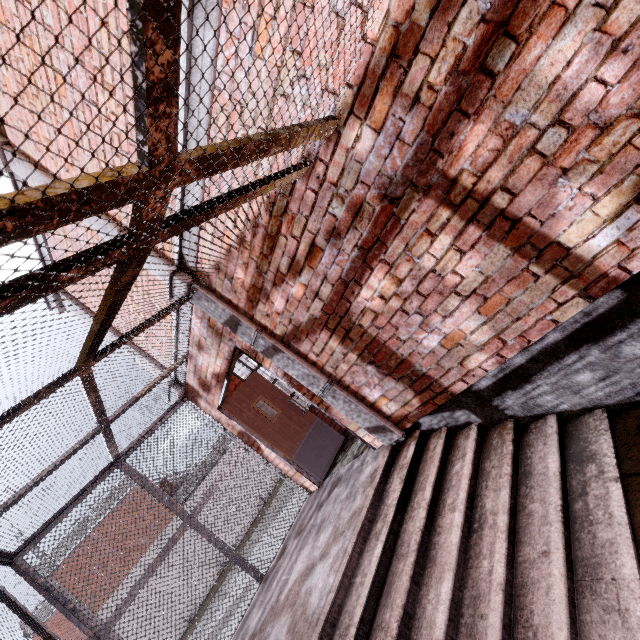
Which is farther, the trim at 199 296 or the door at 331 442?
the door at 331 442

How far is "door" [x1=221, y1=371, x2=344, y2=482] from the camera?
5.6m

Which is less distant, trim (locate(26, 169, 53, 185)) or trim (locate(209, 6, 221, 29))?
trim (locate(209, 6, 221, 29))

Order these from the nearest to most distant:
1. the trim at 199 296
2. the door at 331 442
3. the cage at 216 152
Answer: the cage at 216 152 → the trim at 199 296 → the door at 331 442

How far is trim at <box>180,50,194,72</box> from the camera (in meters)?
2.25

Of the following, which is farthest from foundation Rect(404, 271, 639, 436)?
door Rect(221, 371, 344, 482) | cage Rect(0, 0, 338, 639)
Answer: door Rect(221, 371, 344, 482)

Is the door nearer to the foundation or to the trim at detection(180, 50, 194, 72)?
the trim at detection(180, 50, 194, 72)

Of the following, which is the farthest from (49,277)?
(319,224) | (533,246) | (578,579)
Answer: (578,579)
